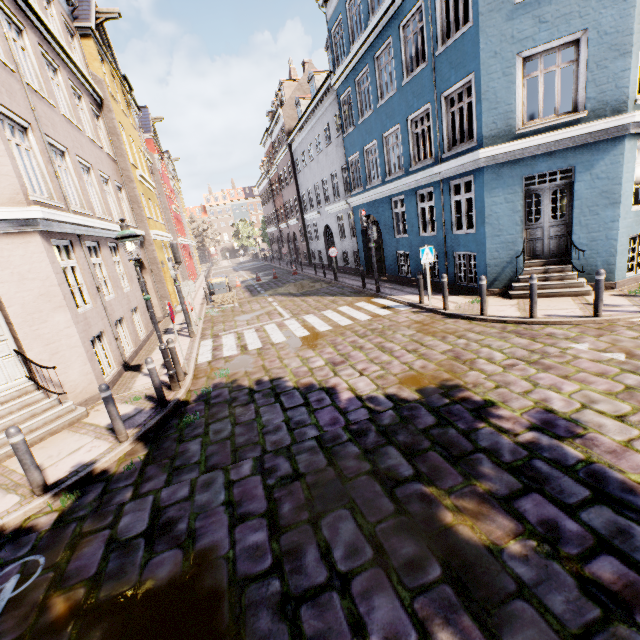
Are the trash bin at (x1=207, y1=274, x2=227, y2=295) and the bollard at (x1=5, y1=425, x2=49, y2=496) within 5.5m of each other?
no

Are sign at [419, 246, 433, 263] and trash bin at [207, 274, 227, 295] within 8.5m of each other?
no

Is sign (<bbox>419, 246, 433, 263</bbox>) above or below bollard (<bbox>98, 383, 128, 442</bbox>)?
above

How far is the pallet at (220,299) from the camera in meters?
17.5

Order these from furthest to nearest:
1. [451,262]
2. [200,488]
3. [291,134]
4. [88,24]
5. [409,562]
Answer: [291,134]
[88,24]
[451,262]
[200,488]
[409,562]

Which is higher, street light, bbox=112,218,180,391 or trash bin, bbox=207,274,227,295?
street light, bbox=112,218,180,391

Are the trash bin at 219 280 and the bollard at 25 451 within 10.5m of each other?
no

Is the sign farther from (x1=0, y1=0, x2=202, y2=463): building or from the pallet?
the pallet
